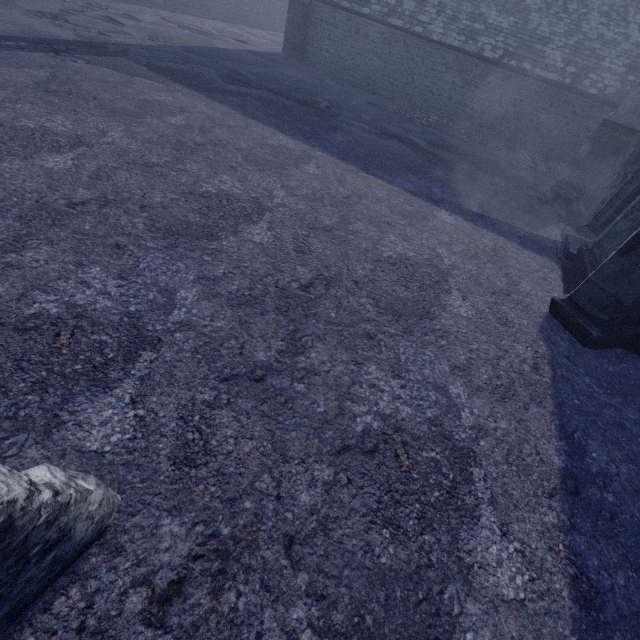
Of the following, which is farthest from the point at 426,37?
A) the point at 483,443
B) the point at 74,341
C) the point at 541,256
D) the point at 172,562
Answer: the point at 172,562
